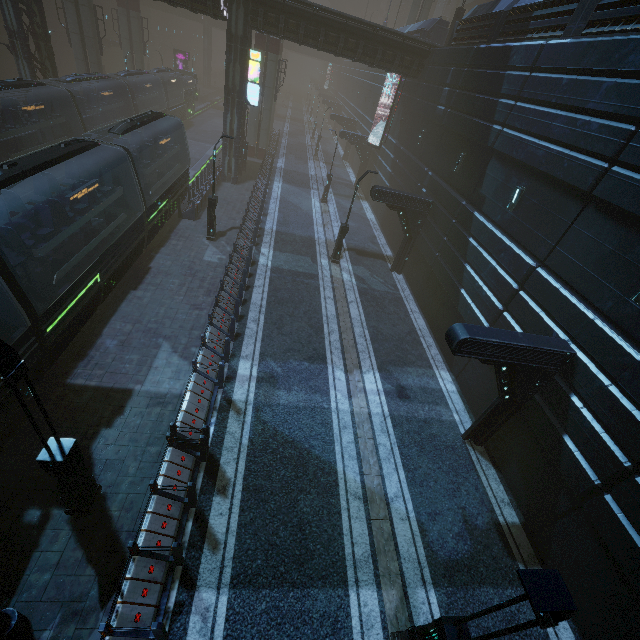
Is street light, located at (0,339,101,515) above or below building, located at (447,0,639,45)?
below

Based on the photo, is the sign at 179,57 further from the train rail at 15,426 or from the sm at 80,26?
the sm at 80,26

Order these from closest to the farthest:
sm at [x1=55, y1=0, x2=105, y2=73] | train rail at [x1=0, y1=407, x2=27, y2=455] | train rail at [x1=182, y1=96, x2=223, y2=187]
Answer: train rail at [x1=0, y1=407, x2=27, y2=455] < sm at [x1=55, y1=0, x2=105, y2=73] < train rail at [x1=182, y1=96, x2=223, y2=187]

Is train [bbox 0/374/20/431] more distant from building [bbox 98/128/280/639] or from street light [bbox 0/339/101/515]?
street light [bbox 0/339/101/515]

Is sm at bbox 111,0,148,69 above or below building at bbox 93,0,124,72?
above

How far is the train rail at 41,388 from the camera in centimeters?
1080cm

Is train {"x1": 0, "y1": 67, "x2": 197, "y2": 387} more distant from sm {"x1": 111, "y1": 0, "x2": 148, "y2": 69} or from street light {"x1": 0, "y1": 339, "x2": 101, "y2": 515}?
street light {"x1": 0, "y1": 339, "x2": 101, "y2": 515}

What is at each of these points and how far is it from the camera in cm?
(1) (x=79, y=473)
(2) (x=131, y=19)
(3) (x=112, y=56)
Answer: (1) street light, 685
(2) sm, 3481
(3) building, 5416
